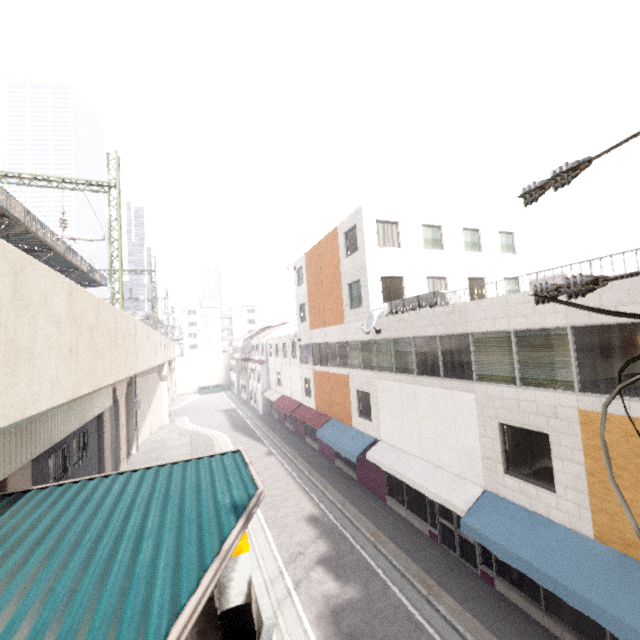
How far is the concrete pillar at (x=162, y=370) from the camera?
32.54m

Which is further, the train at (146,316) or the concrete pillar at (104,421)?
the train at (146,316)

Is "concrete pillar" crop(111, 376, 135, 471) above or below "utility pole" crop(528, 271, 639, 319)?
below

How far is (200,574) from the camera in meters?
3.7 m

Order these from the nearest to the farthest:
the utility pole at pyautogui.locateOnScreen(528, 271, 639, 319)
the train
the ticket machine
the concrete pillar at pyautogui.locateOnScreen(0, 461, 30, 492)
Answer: the utility pole at pyautogui.locateOnScreen(528, 271, 639, 319) → the ticket machine → the concrete pillar at pyautogui.locateOnScreen(0, 461, 30, 492) → the train

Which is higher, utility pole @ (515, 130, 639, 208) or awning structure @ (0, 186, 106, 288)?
awning structure @ (0, 186, 106, 288)

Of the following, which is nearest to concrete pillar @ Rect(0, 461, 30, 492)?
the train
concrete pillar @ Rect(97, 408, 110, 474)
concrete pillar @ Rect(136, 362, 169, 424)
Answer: concrete pillar @ Rect(97, 408, 110, 474)

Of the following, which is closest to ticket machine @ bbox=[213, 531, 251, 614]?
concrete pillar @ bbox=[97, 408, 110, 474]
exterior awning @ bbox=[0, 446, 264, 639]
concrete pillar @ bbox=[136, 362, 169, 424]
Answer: exterior awning @ bbox=[0, 446, 264, 639]
